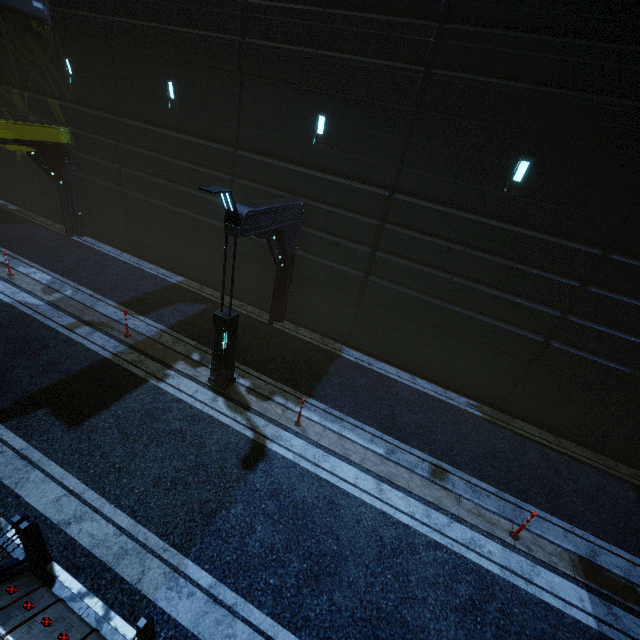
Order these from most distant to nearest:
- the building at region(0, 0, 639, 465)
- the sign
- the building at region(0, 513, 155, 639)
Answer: the sign, the building at region(0, 0, 639, 465), the building at region(0, 513, 155, 639)

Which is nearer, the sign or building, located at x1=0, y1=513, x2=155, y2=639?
building, located at x1=0, y1=513, x2=155, y2=639

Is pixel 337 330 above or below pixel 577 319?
below

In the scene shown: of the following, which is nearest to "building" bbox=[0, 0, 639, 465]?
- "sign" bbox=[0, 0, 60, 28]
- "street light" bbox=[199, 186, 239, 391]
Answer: "sign" bbox=[0, 0, 60, 28]

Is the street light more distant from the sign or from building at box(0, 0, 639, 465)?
the sign

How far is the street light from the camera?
6.9 meters

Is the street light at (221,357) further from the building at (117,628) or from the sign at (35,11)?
the sign at (35,11)
